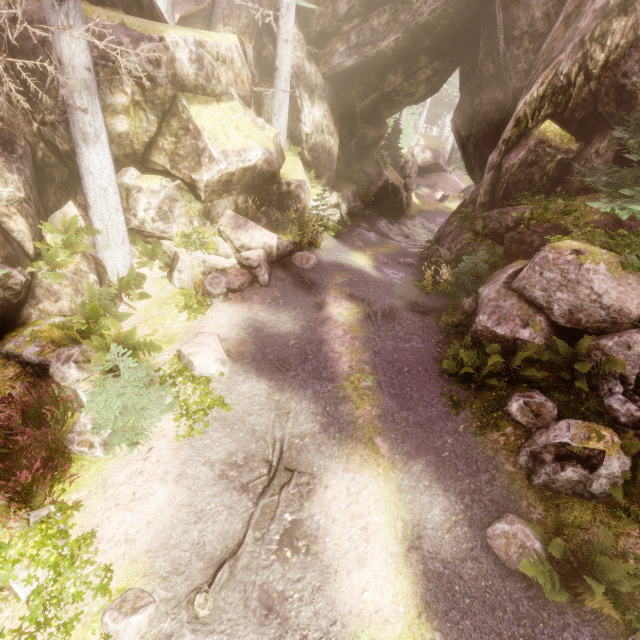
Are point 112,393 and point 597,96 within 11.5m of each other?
no

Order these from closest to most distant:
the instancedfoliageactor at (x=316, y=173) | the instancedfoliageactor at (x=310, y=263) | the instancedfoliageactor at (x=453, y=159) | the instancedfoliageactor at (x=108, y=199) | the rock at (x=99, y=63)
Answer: the instancedfoliageactor at (x=108, y=199) → the rock at (x=99, y=63) → the instancedfoliageactor at (x=310, y=263) → the instancedfoliageactor at (x=316, y=173) → the instancedfoliageactor at (x=453, y=159)

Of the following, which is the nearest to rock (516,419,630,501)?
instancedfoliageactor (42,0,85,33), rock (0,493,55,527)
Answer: instancedfoliageactor (42,0,85,33)

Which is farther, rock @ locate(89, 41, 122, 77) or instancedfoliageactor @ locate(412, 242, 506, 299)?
instancedfoliageactor @ locate(412, 242, 506, 299)

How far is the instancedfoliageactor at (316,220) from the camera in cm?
1307

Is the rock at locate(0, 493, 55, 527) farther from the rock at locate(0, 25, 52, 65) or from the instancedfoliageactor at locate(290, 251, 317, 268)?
the rock at locate(0, 25, 52, 65)

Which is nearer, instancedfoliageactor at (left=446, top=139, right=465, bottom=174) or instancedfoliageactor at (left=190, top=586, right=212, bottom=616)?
instancedfoliageactor at (left=190, top=586, right=212, bottom=616)
